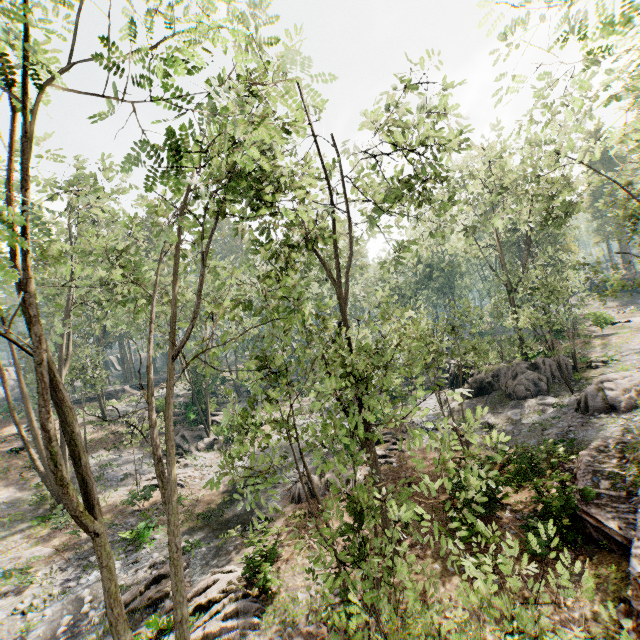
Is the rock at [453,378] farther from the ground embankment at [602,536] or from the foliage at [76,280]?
the ground embankment at [602,536]

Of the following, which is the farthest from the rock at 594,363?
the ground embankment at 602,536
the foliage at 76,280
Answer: the ground embankment at 602,536

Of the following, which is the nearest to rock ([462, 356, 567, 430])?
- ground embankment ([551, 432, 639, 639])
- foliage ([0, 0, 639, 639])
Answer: foliage ([0, 0, 639, 639])

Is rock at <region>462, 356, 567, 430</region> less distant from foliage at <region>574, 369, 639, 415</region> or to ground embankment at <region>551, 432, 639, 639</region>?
foliage at <region>574, 369, 639, 415</region>

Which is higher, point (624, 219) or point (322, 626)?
point (624, 219)

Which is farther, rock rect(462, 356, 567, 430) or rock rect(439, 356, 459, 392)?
rock rect(439, 356, 459, 392)

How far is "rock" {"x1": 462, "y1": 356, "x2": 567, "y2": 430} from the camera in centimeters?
2158cm

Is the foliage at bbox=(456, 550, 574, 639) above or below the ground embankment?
above
